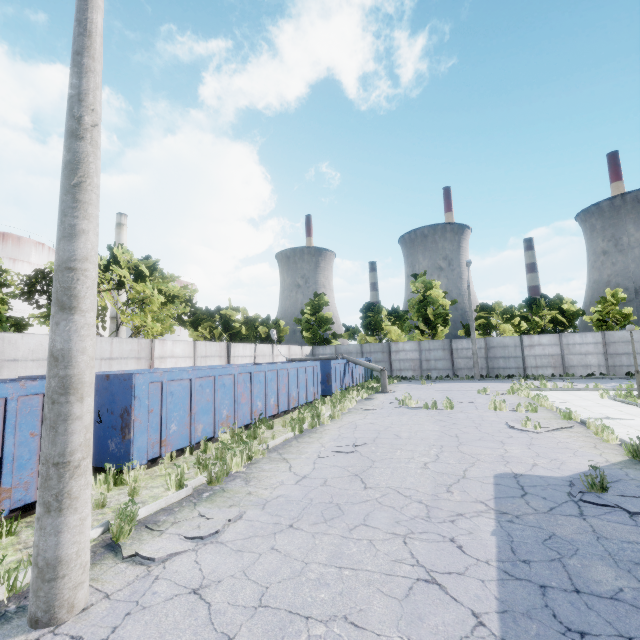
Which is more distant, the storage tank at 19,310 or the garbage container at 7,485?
the storage tank at 19,310

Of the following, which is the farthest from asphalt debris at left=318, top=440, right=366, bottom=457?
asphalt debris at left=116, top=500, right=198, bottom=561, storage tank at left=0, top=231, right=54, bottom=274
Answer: storage tank at left=0, top=231, right=54, bottom=274

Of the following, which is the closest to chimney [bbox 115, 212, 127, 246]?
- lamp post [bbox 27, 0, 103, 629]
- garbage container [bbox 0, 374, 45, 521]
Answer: garbage container [bbox 0, 374, 45, 521]

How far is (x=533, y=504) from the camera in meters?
5.2 m

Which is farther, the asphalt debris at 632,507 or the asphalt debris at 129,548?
the asphalt debris at 632,507

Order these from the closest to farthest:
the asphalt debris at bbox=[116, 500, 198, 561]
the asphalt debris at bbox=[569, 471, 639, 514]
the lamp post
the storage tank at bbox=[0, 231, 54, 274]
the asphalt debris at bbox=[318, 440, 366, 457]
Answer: the lamp post → the asphalt debris at bbox=[116, 500, 198, 561] → the asphalt debris at bbox=[569, 471, 639, 514] → the asphalt debris at bbox=[318, 440, 366, 457] → the storage tank at bbox=[0, 231, 54, 274]

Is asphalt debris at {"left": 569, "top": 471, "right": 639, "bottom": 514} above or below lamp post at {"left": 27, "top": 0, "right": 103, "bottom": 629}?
below

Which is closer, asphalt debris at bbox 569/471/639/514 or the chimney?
asphalt debris at bbox 569/471/639/514
